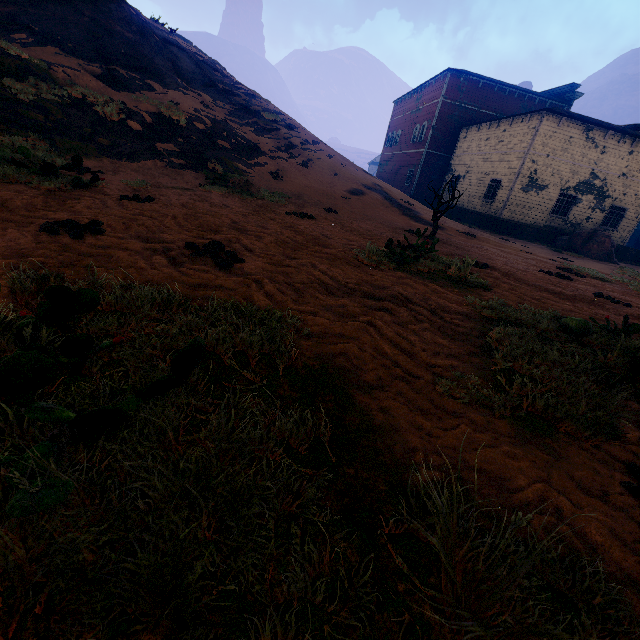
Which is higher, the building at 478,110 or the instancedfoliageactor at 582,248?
the building at 478,110

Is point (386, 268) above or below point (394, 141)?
below

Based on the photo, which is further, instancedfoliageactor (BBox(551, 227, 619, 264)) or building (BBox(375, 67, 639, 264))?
building (BBox(375, 67, 639, 264))

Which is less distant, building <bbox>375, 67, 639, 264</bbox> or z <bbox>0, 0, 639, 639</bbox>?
z <bbox>0, 0, 639, 639</bbox>

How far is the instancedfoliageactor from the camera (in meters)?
19.03

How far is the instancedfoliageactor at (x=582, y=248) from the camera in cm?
1903

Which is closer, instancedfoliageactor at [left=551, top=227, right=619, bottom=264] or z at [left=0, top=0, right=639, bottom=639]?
z at [left=0, top=0, right=639, bottom=639]

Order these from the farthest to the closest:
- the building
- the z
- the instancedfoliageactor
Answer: the building < the instancedfoliageactor < the z
